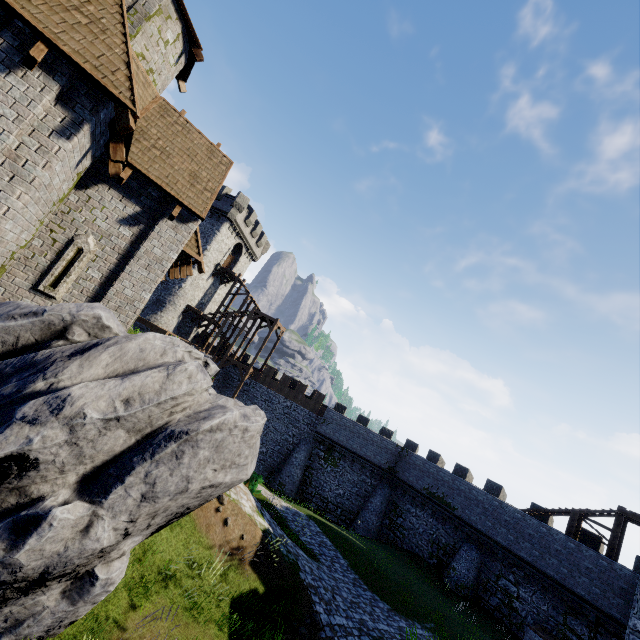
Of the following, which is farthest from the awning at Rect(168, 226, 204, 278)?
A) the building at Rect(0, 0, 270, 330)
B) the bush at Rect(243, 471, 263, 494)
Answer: the bush at Rect(243, 471, 263, 494)

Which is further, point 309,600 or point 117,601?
point 309,600

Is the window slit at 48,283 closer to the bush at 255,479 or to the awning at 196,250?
the awning at 196,250

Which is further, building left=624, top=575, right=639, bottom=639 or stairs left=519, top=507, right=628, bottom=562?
stairs left=519, top=507, right=628, bottom=562

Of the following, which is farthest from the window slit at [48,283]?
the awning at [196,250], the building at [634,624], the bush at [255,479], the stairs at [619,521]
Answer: the stairs at [619,521]

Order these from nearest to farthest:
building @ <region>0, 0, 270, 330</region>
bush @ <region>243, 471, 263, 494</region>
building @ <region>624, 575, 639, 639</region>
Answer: building @ <region>0, 0, 270, 330</region> → building @ <region>624, 575, 639, 639</region> → bush @ <region>243, 471, 263, 494</region>

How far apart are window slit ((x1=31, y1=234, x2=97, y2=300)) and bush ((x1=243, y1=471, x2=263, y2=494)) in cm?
1360

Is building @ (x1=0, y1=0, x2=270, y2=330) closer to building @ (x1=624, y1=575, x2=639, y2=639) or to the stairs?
building @ (x1=624, y1=575, x2=639, y2=639)
